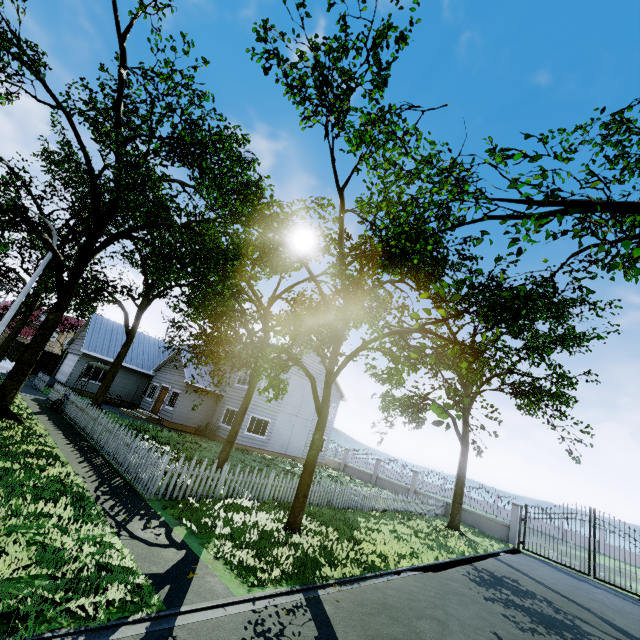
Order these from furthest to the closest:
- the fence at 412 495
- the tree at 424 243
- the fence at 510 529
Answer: the fence at 510 529, the fence at 412 495, the tree at 424 243

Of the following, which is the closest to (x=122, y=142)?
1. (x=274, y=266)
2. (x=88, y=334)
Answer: (x=274, y=266)

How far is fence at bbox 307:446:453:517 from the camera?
13.79m

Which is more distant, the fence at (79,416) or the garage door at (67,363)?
the garage door at (67,363)

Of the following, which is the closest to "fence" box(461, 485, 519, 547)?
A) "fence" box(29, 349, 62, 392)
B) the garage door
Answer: "fence" box(29, 349, 62, 392)

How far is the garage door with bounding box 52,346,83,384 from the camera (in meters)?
25.46
